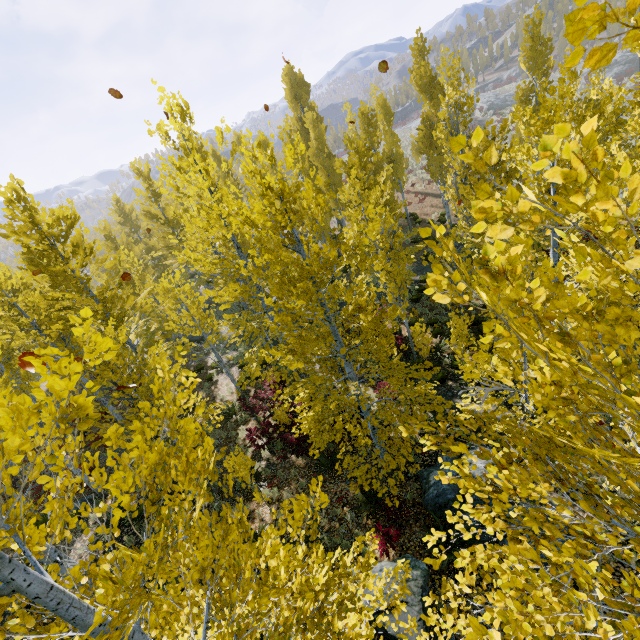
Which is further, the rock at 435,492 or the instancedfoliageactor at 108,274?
the rock at 435,492

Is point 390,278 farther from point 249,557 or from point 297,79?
point 297,79

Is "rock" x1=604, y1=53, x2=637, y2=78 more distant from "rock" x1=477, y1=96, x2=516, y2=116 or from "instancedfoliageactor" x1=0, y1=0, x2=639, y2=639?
"rock" x1=477, y1=96, x2=516, y2=116

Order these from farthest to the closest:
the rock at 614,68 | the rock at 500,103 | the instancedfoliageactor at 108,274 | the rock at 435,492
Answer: the rock at 500,103
the rock at 614,68
the rock at 435,492
the instancedfoliageactor at 108,274

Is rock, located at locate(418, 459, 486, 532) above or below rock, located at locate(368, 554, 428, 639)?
below

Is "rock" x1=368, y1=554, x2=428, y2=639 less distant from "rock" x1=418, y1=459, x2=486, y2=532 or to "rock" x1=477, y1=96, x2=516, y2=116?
"rock" x1=418, y1=459, x2=486, y2=532

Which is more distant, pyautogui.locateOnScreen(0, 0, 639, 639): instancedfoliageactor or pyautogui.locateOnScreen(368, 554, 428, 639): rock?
pyautogui.locateOnScreen(368, 554, 428, 639): rock

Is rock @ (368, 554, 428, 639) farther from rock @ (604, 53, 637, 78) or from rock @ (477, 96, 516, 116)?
rock @ (604, 53, 637, 78)
